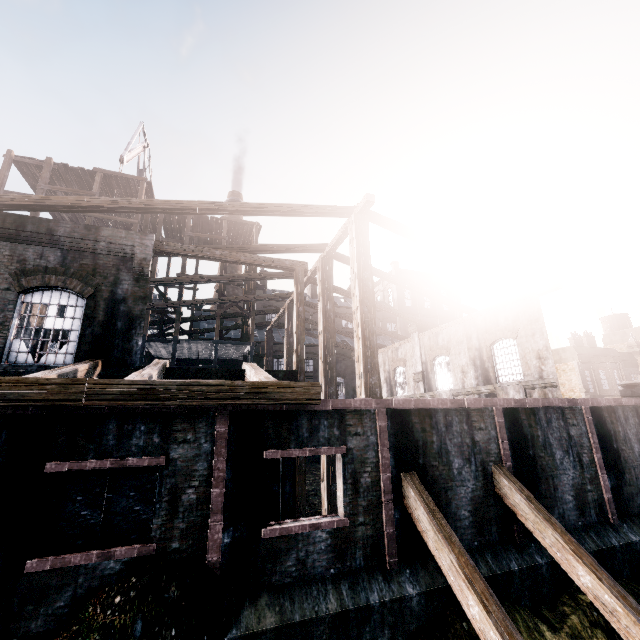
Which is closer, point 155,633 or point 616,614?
point 155,633

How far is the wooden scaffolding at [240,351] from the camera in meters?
25.2

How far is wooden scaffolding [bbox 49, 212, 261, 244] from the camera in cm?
2611

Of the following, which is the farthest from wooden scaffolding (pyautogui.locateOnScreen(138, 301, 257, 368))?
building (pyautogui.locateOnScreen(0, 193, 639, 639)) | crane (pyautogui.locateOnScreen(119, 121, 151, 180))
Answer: crane (pyautogui.locateOnScreen(119, 121, 151, 180))

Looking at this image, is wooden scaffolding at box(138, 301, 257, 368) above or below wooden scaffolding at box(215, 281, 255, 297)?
below

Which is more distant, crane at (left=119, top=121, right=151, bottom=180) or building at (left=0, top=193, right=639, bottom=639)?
crane at (left=119, top=121, right=151, bottom=180)

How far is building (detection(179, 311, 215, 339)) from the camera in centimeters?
2850cm

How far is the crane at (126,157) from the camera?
27.55m
